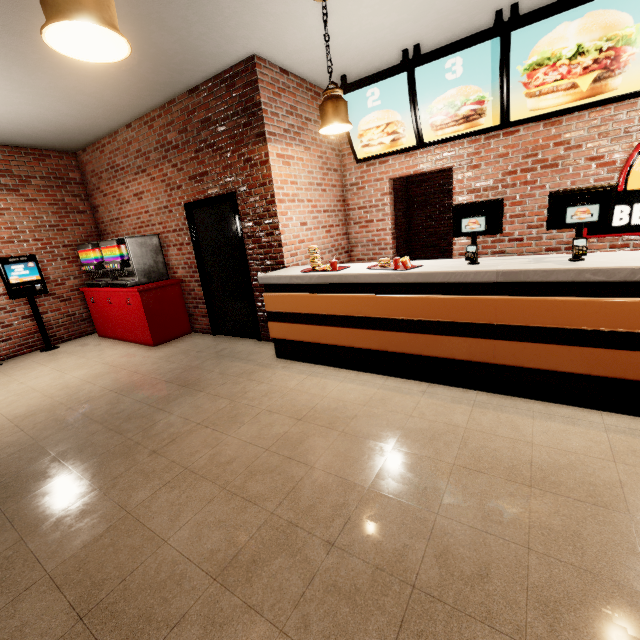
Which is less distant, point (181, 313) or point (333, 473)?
point (333, 473)
